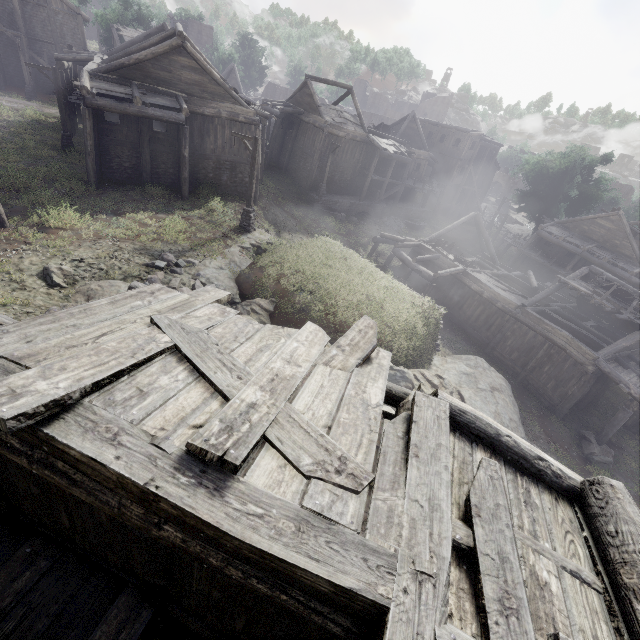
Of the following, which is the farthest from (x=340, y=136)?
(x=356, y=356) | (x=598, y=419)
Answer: (x=356, y=356)

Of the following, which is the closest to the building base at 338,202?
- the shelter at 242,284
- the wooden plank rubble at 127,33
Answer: the shelter at 242,284

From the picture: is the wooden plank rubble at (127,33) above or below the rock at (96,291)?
above

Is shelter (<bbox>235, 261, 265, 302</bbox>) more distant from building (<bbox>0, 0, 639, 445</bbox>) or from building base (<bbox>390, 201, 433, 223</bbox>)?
building base (<bbox>390, 201, 433, 223</bbox>)

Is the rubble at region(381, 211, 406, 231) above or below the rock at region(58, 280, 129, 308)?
below

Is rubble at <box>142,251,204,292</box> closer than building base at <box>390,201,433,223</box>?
Yes

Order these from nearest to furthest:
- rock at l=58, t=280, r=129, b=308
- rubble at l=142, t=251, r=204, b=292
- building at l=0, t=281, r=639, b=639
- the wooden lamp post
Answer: building at l=0, t=281, r=639, b=639 < rock at l=58, t=280, r=129, b=308 < rubble at l=142, t=251, r=204, b=292 < the wooden lamp post

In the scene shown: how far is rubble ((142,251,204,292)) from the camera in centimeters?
1214cm
